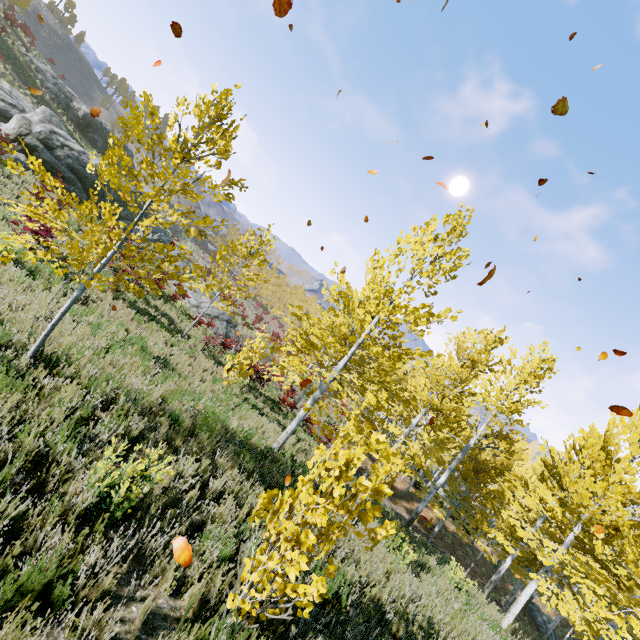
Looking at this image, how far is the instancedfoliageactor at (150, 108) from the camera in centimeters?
→ 390cm

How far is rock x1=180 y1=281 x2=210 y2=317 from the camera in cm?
2192

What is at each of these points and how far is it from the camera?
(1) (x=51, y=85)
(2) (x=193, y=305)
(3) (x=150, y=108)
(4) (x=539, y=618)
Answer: (1) rock, 31.0 meters
(2) rock, 22.6 meters
(3) instancedfoliageactor, 4.0 meters
(4) rock, 22.1 meters

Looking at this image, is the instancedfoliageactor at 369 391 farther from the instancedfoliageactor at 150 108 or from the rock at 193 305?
the rock at 193 305

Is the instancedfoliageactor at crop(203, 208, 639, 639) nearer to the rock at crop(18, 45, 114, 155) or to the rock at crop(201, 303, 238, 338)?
the rock at crop(201, 303, 238, 338)

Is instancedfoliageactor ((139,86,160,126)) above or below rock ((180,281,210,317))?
above

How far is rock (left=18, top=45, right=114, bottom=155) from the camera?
30.7m

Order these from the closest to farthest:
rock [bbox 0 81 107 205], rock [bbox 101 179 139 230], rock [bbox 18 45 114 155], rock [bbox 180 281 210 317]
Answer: rock [bbox 0 81 107 205] < rock [bbox 101 179 139 230] < rock [bbox 180 281 210 317] < rock [bbox 18 45 114 155]
